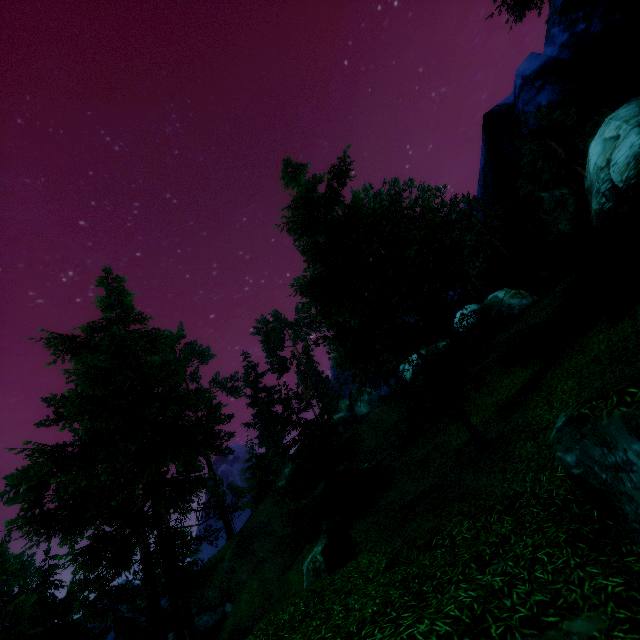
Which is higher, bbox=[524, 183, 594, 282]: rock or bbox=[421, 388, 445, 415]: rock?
bbox=[524, 183, 594, 282]: rock

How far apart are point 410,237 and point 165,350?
55.55m

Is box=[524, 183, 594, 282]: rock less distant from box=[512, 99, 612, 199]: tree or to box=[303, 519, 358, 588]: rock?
box=[512, 99, 612, 199]: tree

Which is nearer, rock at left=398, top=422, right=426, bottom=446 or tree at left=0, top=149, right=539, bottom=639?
tree at left=0, top=149, right=539, bottom=639

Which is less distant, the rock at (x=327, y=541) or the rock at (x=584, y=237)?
the rock at (x=327, y=541)

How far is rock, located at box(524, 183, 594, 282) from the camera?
18.5m

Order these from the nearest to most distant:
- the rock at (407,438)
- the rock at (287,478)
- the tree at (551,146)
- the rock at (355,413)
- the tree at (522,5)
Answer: the tree at (522,5), the rock at (407,438), the tree at (551,146), the rock at (287,478), the rock at (355,413)

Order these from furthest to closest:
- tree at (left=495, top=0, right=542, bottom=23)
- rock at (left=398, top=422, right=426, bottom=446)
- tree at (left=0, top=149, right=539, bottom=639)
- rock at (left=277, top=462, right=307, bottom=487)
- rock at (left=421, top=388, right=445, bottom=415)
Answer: rock at (left=277, top=462, right=307, bottom=487) < rock at (left=421, top=388, right=445, bottom=415) < rock at (left=398, top=422, right=426, bottom=446) < tree at (left=495, top=0, right=542, bottom=23) < tree at (left=0, top=149, right=539, bottom=639)
